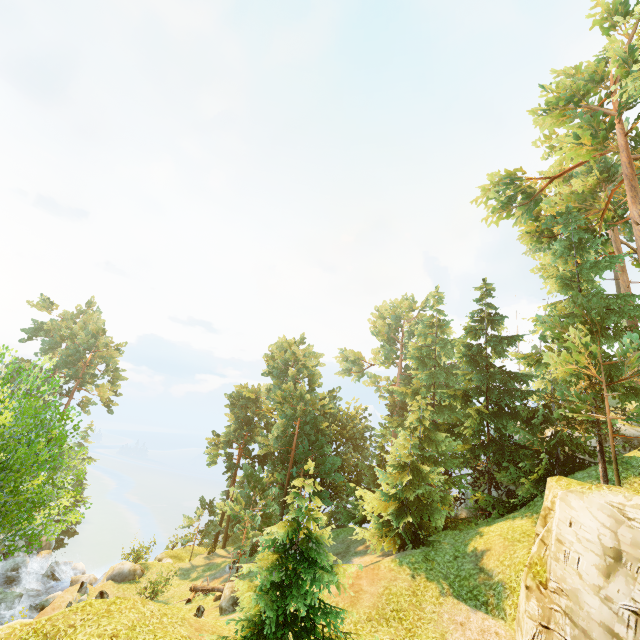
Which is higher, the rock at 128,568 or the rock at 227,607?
the rock at 227,607

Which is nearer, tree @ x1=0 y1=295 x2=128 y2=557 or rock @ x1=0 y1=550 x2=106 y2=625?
tree @ x1=0 y1=295 x2=128 y2=557

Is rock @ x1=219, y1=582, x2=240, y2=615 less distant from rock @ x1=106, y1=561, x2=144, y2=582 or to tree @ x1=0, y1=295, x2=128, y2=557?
tree @ x1=0, y1=295, x2=128, y2=557

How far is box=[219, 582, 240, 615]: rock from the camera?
18.3 meters

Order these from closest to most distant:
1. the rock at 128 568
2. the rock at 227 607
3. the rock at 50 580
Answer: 1. the rock at 227 607
2. the rock at 50 580
3. the rock at 128 568

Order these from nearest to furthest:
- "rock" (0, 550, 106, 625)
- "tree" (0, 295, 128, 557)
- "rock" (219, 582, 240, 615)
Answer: "tree" (0, 295, 128, 557)
"rock" (219, 582, 240, 615)
"rock" (0, 550, 106, 625)

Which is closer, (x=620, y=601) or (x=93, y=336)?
(x=620, y=601)

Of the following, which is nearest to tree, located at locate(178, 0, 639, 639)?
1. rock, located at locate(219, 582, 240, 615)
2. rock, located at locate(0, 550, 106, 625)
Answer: rock, located at locate(219, 582, 240, 615)
